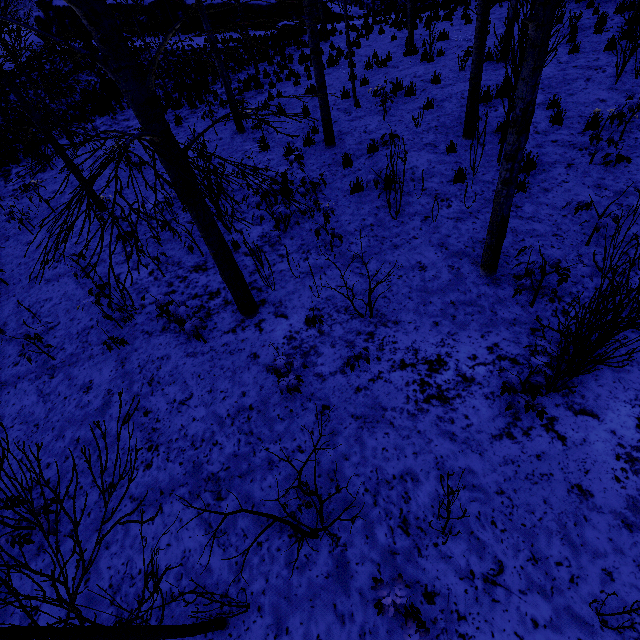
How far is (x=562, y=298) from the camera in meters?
4.5

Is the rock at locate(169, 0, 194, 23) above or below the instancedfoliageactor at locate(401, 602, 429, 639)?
above

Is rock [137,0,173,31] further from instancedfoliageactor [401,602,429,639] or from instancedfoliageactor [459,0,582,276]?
instancedfoliageactor [401,602,429,639]

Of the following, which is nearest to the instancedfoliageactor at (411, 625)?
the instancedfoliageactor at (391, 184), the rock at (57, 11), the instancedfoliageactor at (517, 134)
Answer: the instancedfoliageactor at (391, 184)

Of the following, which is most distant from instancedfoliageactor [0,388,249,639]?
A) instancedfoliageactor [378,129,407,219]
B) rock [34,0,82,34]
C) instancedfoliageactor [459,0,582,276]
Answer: rock [34,0,82,34]

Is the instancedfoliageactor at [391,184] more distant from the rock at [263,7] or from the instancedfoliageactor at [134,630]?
the rock at [263,7]
